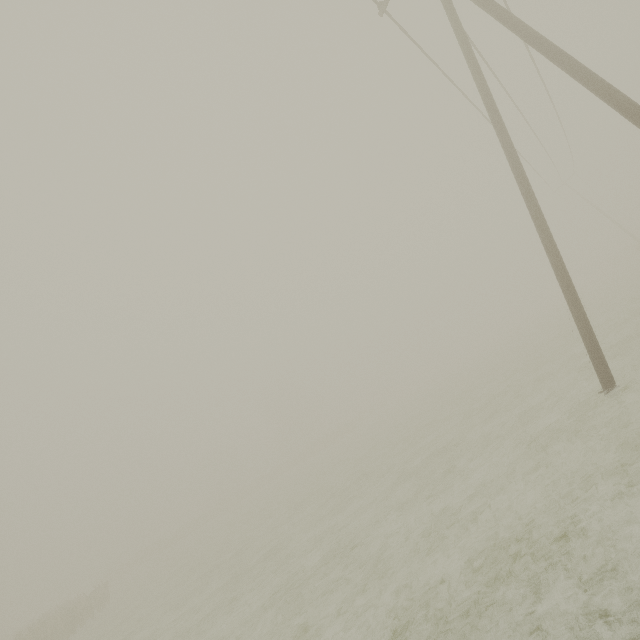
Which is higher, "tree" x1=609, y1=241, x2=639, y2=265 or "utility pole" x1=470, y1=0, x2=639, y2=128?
"utility pole" x1=470, y1=0, x2=639, y2=128

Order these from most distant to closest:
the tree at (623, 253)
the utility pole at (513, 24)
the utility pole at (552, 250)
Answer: the tree at (623, 253) → the utility pole at (552, 250) → the utility pole at (513, 24)

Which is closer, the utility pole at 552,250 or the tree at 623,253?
the utility pole at 552,250

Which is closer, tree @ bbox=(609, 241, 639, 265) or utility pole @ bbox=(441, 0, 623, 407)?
utility pole @ bbox=(441, 0, 623, 407)

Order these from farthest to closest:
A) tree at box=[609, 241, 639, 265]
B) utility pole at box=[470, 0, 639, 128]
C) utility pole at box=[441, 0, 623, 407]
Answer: tree at box=[609, 241, 639, 265] < utility pole at box=[441, 0, 623, 407] < utility pole at box=[470, 0, 639, 128]

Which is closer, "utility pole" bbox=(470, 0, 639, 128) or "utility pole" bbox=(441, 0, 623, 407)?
"utility pole" bbox=(470, 0, 639, 128)

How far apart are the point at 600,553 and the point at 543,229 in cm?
664
